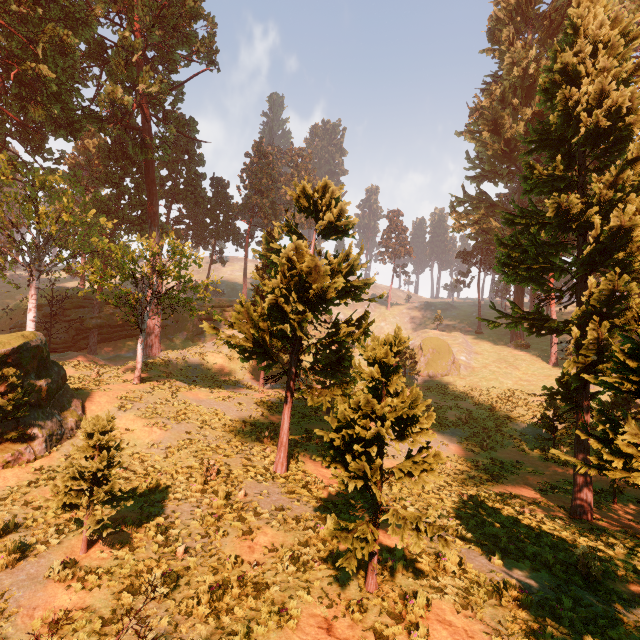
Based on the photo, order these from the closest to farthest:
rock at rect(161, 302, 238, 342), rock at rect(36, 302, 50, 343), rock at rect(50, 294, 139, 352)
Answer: rock at rect(36, 302, 50, 343) < rock at rect(50, 294, 139, 352) < rock at rect(161, 302, 238, 342)

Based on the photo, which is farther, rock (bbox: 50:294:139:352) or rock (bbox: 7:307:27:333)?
rock (bbox: 50:294:139:352)

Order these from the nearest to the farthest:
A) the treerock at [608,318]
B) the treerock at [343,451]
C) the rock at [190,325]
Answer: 1. the treerock at [343,451]
2. the treerock at [608,318]
3. the rock at [190,325]

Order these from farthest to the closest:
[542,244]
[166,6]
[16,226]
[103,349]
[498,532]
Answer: [103,349], [166,6], [16,226], [542,244], [498,532]

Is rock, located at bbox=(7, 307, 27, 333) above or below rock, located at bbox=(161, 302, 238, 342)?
below

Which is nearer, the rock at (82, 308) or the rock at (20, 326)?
the rock at (20, 326)

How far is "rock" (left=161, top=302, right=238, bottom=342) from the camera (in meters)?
44.69
